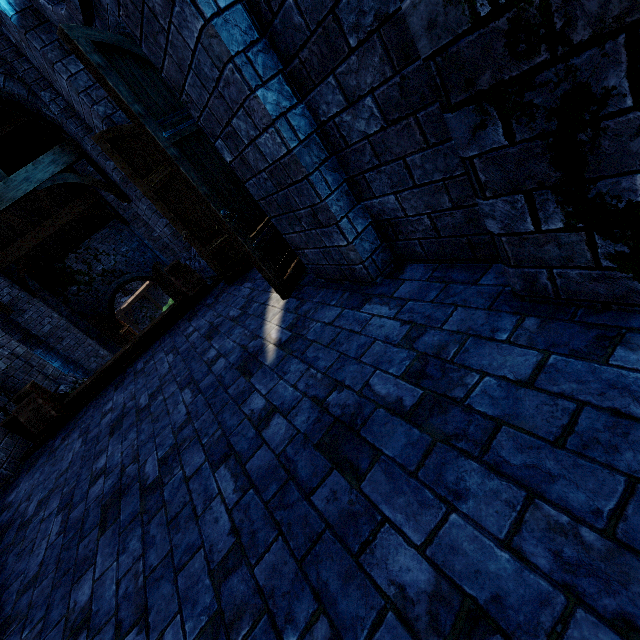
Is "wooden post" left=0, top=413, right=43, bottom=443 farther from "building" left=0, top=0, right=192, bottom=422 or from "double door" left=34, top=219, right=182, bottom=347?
"double door" left=34, top=219, right=182, bottom=347

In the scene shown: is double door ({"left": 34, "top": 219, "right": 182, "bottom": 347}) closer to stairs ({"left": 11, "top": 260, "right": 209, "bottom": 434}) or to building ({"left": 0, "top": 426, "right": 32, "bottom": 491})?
building ({"left": 0, "top": 426, "right": 32, "bottom": 491})

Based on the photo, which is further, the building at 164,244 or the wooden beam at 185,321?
the wooden beam at 185,321

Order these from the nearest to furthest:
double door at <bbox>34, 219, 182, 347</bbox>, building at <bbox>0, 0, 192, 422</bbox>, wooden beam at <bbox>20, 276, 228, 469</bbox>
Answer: building at <bbox>0, 0, 192, 422</bbox> → wooden beam at <bbox>20, 276, 228, 469</bbox> → double door at <bbox>34, 219, 182, 347</bbox>

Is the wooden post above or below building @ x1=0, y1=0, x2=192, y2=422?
below

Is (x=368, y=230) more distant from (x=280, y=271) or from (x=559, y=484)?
(x=559, y=484)

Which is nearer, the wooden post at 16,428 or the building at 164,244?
the building at 164,244

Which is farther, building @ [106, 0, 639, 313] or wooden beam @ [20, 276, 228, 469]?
wooden beam @ [20, 276, 228, 469]
